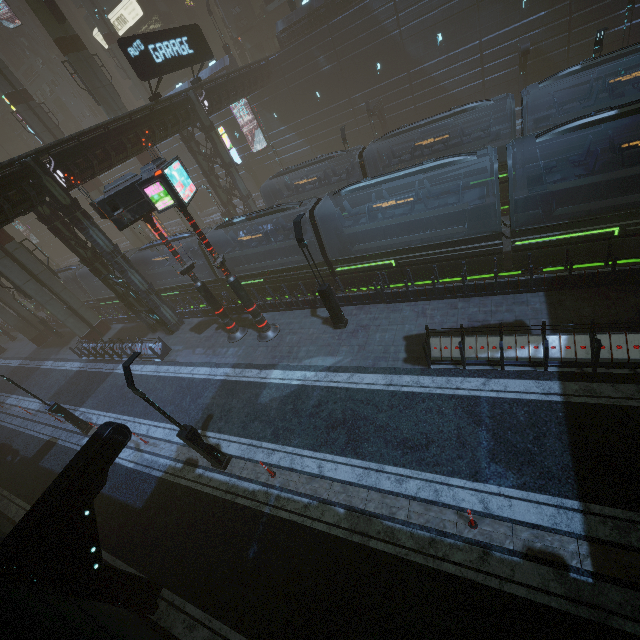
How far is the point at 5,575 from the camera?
6.9 meters

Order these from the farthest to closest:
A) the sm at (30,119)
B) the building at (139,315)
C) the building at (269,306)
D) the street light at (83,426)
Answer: the sm at (30,119)
the building at (139,315)
the building at (269,306)
the street light at (83,426)

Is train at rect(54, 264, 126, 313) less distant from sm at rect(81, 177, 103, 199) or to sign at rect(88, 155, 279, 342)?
sm at rect(81, 177, 103, 199)

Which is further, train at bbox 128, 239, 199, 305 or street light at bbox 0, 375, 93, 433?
train at bbox 128, 239, 199, 305

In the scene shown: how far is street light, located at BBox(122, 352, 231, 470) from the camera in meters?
9.7 m

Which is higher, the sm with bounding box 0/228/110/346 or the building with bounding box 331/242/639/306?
the sm with bounding box 0/228/110/346

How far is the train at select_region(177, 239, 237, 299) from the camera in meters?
20.7

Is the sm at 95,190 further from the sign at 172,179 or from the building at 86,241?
the sign at 172,179
